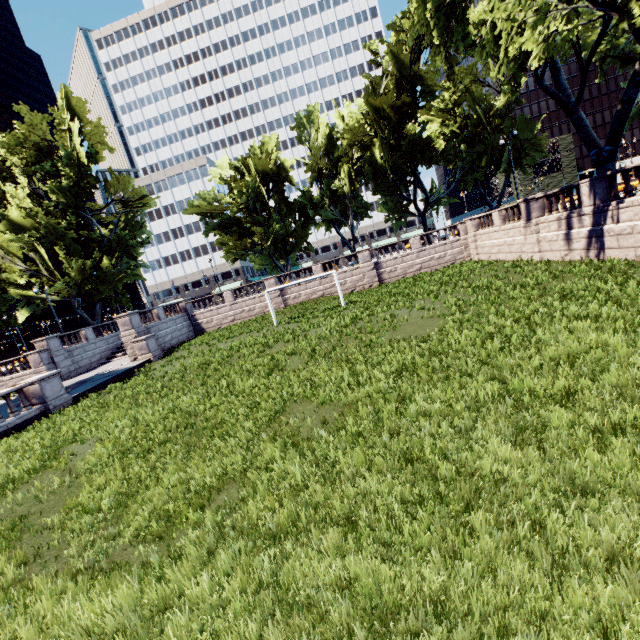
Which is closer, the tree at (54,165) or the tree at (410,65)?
the tree at (410,65)

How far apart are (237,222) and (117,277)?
14.65m

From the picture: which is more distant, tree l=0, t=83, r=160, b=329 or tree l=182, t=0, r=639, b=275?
tree l=0, t=83, r=160, b=329
